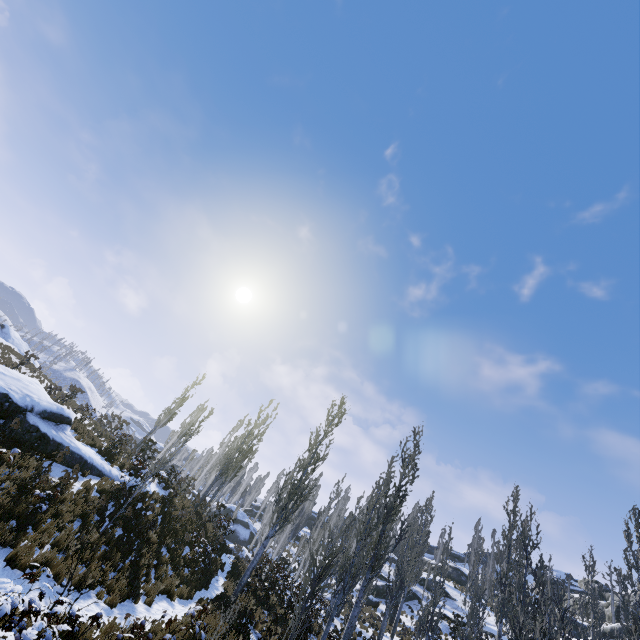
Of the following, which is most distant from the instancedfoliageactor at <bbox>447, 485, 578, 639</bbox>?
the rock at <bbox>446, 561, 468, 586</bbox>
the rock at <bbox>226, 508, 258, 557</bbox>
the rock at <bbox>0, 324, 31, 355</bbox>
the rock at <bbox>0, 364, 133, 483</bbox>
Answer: the rock at <bbox>0, 324, 31, 355</bbox>

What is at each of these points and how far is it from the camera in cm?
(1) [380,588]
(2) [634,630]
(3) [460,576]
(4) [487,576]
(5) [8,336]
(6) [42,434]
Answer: (1) rock, 3631
(2) instancedfoliageactor, 1873
(3) rock, 4738
(4) instancedfoliageactor, 3322
(5) rock, 3058
(6) rock, 1330

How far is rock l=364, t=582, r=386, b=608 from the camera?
33.2 meters

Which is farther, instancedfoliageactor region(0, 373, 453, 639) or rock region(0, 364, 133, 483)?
rock region(0, 364, 133, 483)

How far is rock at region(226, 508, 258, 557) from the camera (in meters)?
38.30

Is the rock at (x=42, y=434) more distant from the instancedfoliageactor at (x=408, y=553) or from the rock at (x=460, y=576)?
the rock at (x=460, y=576)

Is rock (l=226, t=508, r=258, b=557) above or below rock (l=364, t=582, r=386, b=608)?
below

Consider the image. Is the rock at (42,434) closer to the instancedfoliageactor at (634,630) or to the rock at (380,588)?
the instancedfoliageactor at (634,630)
